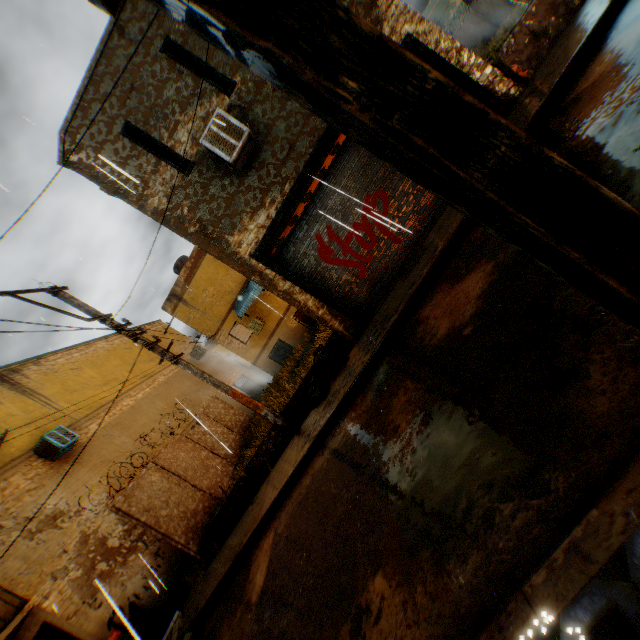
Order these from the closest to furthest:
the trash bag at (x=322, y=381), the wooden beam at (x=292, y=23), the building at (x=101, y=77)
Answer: the wooden beam at (x=292, y=23), the building at (x=101, y=77), the trash bag at (x=322, y=381)

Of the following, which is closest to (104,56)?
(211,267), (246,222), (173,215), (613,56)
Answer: (173,215)

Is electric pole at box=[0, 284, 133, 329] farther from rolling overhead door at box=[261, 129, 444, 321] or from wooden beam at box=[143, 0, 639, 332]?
wooden beam at box=[143, 0, 639, 332]

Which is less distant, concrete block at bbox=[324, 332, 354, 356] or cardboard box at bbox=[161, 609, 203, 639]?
cardboard box at bbox=[161, 609, 203, 639]

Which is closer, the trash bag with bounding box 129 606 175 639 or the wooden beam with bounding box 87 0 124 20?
the wooden beam with bounding box 87 0 124 20

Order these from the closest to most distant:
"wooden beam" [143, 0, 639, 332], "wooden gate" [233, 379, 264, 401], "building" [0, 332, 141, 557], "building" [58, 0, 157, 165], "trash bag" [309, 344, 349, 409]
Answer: "wooden beam" [143, 0, 639, 332], "building" [58, 0, 157, 165], "trash bag" [309, 344, 349, 409], "building" [0, 332, 141, 557], "wooden gate" [233, 379, 264, 401]

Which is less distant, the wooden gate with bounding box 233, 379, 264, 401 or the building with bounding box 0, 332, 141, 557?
the building with bounding box 0, 332, 141, 557

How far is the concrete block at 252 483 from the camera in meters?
8.8
